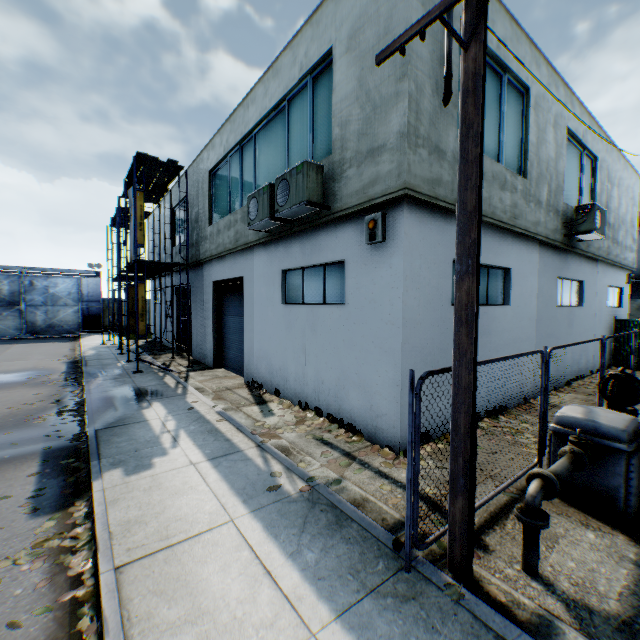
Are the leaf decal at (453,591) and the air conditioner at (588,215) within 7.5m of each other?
no

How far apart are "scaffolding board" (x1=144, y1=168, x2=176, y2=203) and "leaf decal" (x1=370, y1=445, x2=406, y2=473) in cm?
1438

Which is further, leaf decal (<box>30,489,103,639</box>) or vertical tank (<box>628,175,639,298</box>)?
vertical tank (<box>628,175,639,298</box>)

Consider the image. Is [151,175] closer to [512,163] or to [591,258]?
[512,163]

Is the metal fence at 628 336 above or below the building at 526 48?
below

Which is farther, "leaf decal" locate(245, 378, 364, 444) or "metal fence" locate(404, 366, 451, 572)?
"leaf decal" locate(245, 378, 364, 444)

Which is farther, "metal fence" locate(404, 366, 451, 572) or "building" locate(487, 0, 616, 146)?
"building" locate(487, 0, 616, 146)

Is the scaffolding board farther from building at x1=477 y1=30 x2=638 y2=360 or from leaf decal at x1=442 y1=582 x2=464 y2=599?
leaf decal at x1=442 y1=582 x2=464 y2=599
